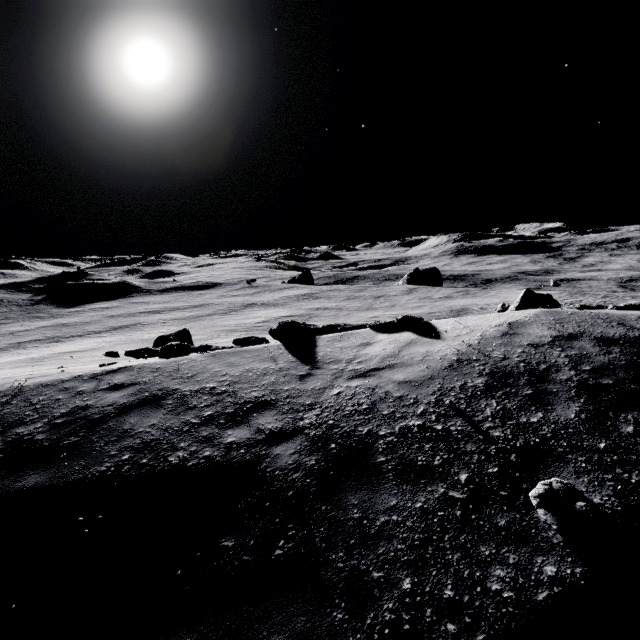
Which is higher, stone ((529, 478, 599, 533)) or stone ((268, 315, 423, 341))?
stone ((268, 315, 423, 341))

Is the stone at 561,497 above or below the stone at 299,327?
below

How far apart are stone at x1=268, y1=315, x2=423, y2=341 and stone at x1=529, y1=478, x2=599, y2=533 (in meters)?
6.91

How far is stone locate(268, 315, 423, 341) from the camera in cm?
909

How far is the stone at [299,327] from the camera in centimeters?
909cm

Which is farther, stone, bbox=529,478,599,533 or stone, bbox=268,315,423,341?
stone, bbox=268,315,423,341

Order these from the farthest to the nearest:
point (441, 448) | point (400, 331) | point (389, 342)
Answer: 1. point (400, 331)
2. point (389, 342)
3. point (441, 448)

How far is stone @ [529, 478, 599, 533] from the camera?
2.99m
